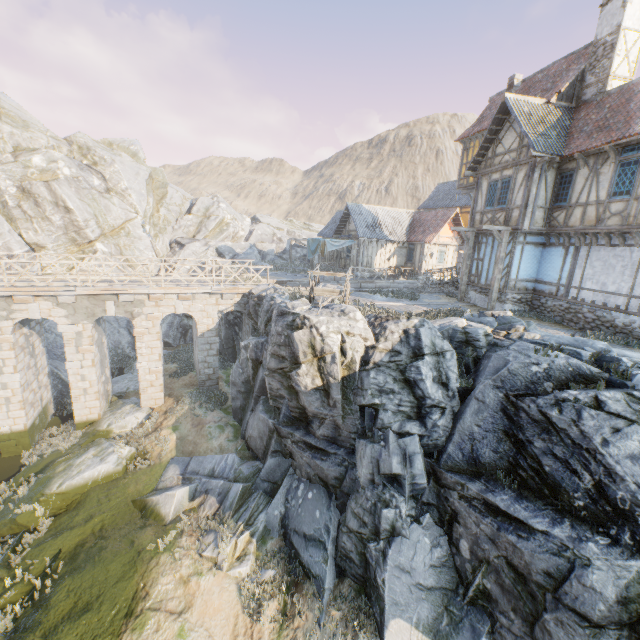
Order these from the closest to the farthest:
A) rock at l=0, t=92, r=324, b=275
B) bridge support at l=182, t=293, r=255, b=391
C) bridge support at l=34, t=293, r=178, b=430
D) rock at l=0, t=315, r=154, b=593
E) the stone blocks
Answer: rock at l=0, t=315, r=154, b=593
the stone blocks
bridge support at l=34, t=293, r=178, b=430
bridge support at l=182, t=293, r=255, b=391
rock at l=0, t=92, r=324, b=275

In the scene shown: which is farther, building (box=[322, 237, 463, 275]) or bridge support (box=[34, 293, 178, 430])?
building (box=[322, 237, 463, 275])

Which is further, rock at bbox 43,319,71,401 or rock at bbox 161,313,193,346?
rock at bbox 161,313,193,346

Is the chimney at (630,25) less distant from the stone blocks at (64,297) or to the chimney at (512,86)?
the chimney at (512,86)

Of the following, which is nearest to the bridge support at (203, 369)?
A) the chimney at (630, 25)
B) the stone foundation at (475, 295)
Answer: the stone foundation at (475, 295)

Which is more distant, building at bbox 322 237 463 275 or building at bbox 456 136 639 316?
building at bbox 322 237 463 275

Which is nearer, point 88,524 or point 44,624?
point 44,624

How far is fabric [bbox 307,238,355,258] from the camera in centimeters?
2750cm
